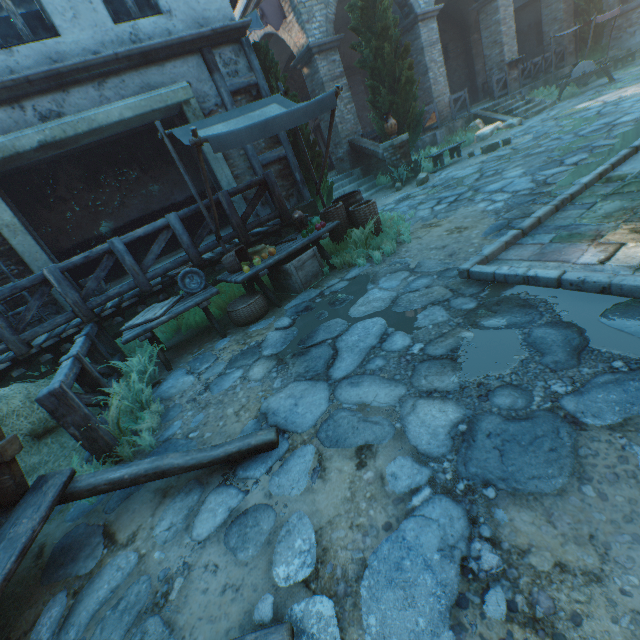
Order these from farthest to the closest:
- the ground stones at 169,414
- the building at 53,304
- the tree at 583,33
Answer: the tree at 583,33
the building at 53,304
the ground stones at 169,414

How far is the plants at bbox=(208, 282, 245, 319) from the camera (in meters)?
6.09

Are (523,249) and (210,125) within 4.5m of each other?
no

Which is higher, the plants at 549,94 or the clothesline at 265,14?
the clothesline at 265,14

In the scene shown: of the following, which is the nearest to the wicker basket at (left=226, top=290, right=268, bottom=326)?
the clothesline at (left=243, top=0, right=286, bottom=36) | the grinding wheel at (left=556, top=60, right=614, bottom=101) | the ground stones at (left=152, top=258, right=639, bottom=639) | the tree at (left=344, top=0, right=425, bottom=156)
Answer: the ground stones at (left=152, top=258, right=639, bottom=639)

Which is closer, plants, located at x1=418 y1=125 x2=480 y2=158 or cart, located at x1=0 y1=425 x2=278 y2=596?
cart, located at x1=0 y1=425 x2=278 y2=596

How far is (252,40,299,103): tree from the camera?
7.9 meters

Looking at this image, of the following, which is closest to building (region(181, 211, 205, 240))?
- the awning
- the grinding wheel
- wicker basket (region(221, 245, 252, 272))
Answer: the awning
